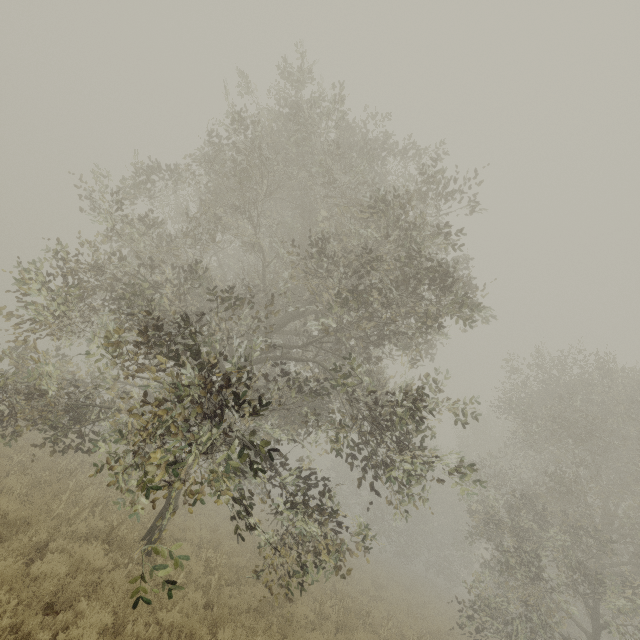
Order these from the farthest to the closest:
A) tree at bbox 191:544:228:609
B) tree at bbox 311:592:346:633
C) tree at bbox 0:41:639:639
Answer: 1. tree at bbox 311:592:346:633
2. tree at bbox 191:544:228:609
3. tree at bbox 0:41:639:639

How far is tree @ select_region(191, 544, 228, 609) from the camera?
7.67m

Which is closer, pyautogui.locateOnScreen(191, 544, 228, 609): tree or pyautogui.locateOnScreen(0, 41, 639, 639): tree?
pyautogui.locateOnScreen(0, 41, 639, 639): tree

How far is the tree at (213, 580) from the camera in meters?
7.7

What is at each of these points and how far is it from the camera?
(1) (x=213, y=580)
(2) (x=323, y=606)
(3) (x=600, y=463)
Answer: (1) tree, 7.9 meters
(2) tree, 9.6 meters
(3) tree, 15.3 meters

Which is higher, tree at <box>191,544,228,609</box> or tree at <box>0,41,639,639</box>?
tree at <box>0,41,639,639</box>

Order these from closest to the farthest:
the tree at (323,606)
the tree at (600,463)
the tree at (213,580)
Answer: the tree at (600,463) < the tree at (213,580) < the tree at (323,606)
